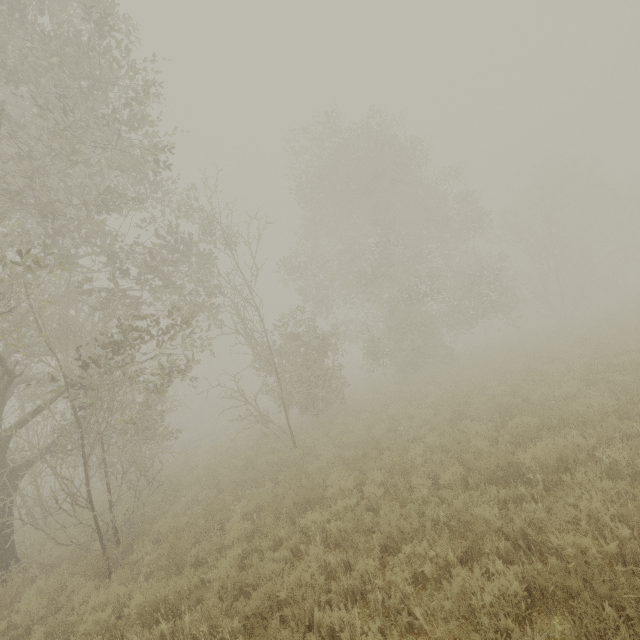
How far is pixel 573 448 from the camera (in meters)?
6.28
